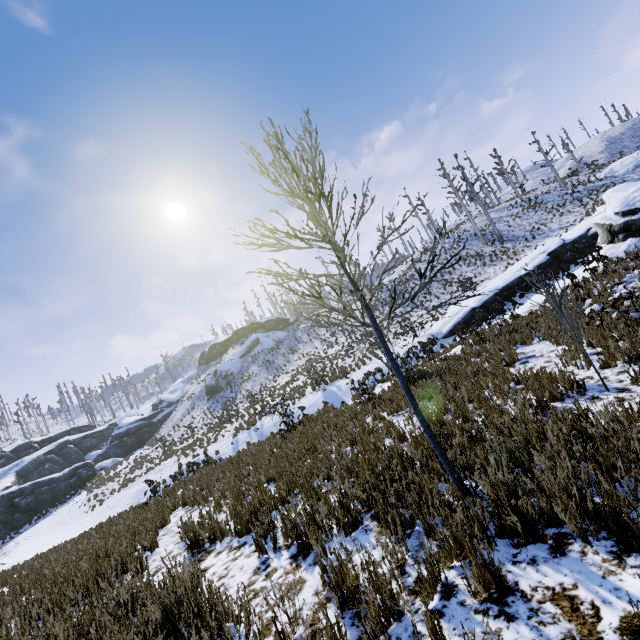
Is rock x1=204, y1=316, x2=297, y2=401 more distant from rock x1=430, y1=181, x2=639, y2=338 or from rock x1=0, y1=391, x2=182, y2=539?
rock x1=430, y1=181, x2=639, y2=338

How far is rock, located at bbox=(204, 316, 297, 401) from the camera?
44.78m

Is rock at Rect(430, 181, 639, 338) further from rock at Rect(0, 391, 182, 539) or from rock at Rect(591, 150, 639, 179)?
rock at Rect(0, 391, 182, 539)

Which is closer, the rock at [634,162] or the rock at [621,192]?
the rock at [621,192]

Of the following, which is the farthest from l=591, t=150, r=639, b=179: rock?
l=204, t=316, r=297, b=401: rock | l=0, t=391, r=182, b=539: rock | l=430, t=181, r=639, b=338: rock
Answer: l=0, t=391, r=182, b=539: rock

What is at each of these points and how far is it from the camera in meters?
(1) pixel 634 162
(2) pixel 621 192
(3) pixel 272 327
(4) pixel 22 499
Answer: (1) rock, 30.0
(2) rock, 17.0
(3) rock, 54.6
(4) rock, 31.3

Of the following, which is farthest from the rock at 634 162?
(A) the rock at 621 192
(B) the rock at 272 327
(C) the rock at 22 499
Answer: (C) the rock at 22 499
